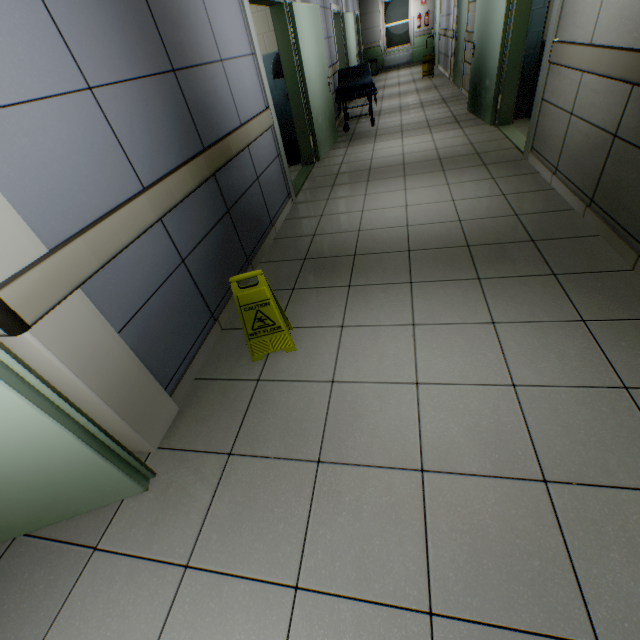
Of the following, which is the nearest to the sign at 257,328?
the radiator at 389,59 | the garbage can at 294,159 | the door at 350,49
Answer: the garbage can at 294,159

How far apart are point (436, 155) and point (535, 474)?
4.7 meters

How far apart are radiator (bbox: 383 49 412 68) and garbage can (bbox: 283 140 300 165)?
12.30m

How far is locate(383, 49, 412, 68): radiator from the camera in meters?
14.0 m

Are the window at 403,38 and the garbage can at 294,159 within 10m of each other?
no

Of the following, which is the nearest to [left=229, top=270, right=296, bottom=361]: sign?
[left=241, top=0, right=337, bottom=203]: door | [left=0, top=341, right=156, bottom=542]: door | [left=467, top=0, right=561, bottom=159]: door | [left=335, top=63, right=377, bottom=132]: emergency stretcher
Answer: [left=0, top=341, right=156, bottom=542]: door

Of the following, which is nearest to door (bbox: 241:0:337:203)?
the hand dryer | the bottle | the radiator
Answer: the hand dryer

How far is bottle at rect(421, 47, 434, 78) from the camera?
10.45m
